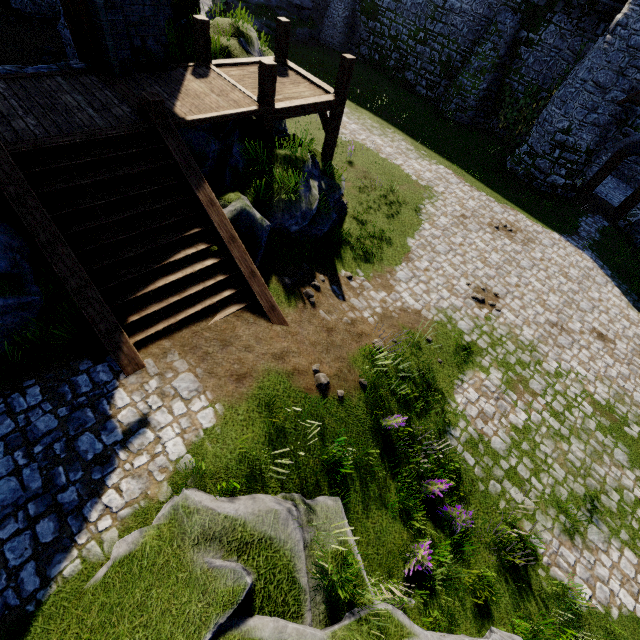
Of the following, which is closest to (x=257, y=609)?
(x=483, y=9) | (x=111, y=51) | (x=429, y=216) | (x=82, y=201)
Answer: (x=82, y=201)

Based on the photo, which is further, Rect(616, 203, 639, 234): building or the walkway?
Rect(616, 203, 639, 234): building

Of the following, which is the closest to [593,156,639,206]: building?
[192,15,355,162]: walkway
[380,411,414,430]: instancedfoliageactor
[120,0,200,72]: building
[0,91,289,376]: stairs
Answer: [192,15,355,162]: walkway

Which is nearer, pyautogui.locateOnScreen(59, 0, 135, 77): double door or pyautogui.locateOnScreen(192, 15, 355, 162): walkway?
pyautogui.locateOnScreen(59, 0, 135, 77): double door

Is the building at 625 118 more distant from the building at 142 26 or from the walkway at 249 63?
the building at 142 26

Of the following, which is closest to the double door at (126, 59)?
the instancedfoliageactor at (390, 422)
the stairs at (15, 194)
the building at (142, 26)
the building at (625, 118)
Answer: the building at (142, 26)

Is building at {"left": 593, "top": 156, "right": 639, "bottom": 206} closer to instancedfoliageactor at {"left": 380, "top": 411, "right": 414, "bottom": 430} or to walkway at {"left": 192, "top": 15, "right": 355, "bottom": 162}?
walkway at {"left": 192, "top": 15, "right": 355, "bottom": 162}

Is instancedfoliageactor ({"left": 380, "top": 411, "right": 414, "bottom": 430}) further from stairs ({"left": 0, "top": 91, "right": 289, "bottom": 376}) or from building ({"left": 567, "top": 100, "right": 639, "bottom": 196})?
building ({"left": 567, "top": 100, "right": 639, "bottom": 196})
